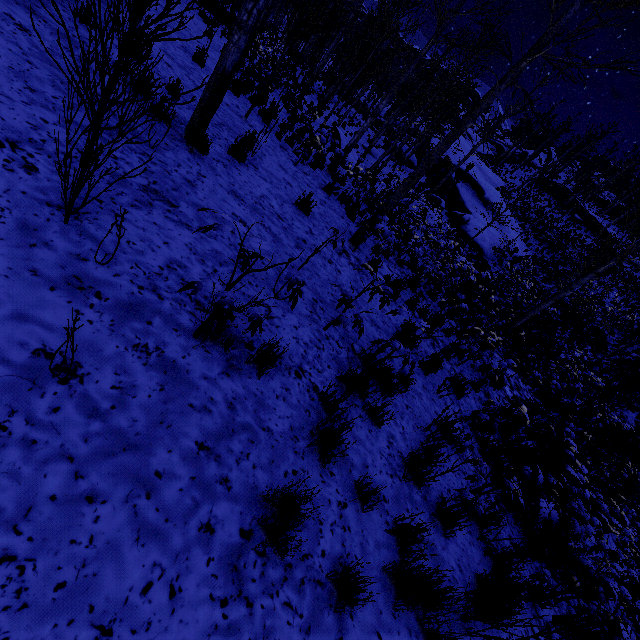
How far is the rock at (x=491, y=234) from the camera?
20.67m

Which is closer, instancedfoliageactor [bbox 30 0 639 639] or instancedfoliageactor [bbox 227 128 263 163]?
instancedfoliageactor [bbox 30 0 639 639]

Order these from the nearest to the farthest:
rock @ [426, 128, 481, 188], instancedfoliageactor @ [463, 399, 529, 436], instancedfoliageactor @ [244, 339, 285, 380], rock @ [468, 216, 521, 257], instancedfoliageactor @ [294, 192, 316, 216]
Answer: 1. instancedfoliageactor @ [244, 339, 285, 380]
2. instancedfoliageactor @ [463, 399, 529, 436]
3. instancedfoliageactor @ [294, 192, 316, 216]
4. rock @ [468, 216, 521, 257]
5. rock @ [426, 128, 481, 188]

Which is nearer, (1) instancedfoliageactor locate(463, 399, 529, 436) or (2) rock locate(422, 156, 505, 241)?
(1) instancedfoliageactor locate(463, 399, 529, 436)

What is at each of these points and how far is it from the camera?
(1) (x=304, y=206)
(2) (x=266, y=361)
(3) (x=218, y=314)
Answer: (1) instancedfoliageactor, 6.3 meters
(2) instancedfoliageactor, 2.8 meters
(3) instancedfoliageactor, 2.1 meters

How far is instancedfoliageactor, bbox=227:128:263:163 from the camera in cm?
533

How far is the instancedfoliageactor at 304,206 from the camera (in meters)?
Answer: 6.18

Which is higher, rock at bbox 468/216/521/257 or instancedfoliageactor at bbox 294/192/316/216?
rock at bbox 468/216/521/257
